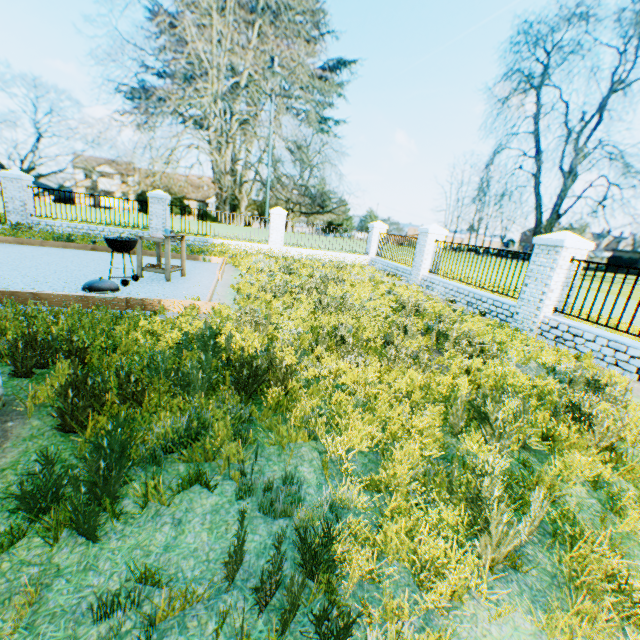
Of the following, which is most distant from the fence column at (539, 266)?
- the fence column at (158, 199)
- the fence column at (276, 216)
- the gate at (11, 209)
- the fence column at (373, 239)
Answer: the gate at (11, 209)

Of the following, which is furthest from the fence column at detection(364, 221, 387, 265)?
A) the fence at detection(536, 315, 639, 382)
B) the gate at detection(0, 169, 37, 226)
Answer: the gate at detection(0, 169, 37, 226)

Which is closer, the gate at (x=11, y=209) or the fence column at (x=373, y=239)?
the gate at (x=11, y=209)

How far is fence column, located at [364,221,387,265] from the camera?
17.6m

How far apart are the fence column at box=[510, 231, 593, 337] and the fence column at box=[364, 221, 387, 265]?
10.4m

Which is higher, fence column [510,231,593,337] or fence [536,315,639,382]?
fence column [510,231,593,337]

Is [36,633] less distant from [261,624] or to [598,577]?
[261,624]

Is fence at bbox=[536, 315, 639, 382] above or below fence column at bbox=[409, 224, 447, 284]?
below
